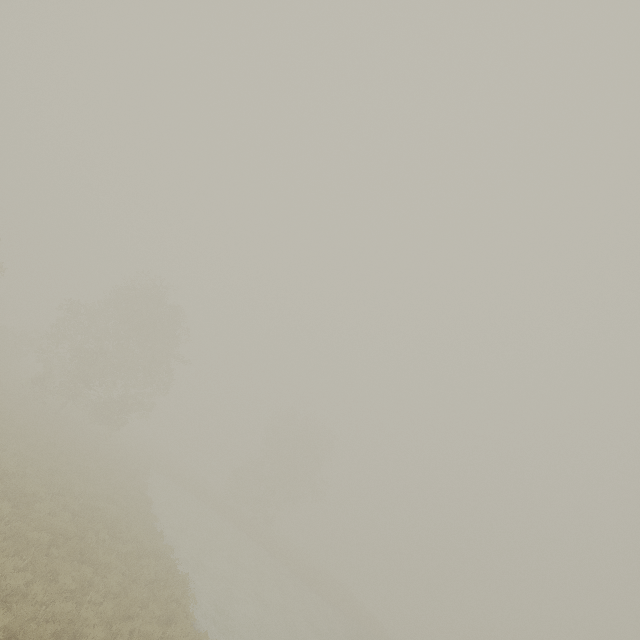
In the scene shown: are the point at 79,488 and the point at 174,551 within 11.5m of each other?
yes
